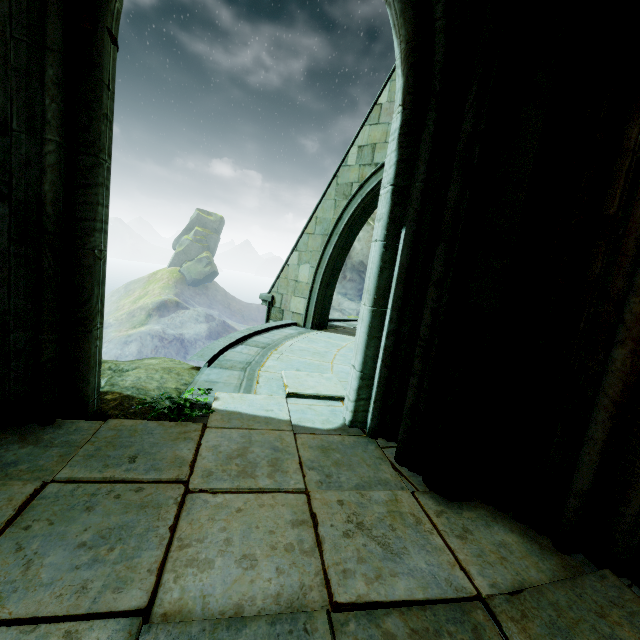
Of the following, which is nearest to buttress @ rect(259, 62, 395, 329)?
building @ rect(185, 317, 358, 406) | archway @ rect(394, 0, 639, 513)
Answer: building @ rect(185, 317, 358, 406)

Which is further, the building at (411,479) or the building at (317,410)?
the building at (317,410)

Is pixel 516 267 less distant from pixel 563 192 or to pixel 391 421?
pixel 563 192

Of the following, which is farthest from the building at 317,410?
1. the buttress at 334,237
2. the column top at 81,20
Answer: the column top at 81,20

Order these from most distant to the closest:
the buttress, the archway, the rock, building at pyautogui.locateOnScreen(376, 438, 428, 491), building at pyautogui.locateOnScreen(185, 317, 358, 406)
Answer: the buttress, building at pyautogui.locateOnScreen(185, 317, 358, 406), the rock, building at pyautogui.locateOnScreen(376, 438, 428, 491), the archway

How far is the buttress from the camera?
7.1 meters

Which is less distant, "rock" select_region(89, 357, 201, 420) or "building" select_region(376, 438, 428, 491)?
"building" select_region(376, 438, 428, 491)
